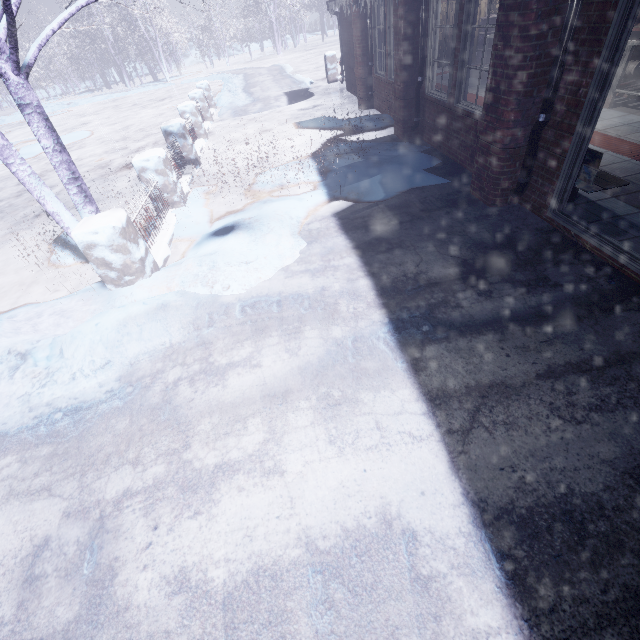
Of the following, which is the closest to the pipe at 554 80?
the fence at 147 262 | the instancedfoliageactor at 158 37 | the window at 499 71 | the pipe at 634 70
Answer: the window at 499 71

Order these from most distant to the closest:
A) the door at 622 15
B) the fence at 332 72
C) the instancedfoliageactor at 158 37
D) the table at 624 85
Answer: the instancedfoliageactor at 158 37 < the fence at 332 72 < the table at 624 85 < the door at 622 15

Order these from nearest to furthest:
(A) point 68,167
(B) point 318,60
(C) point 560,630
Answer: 1. (C) point 560,630
2. (A) point 68,167
3. (B) point 318,60

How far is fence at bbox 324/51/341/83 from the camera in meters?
12.1

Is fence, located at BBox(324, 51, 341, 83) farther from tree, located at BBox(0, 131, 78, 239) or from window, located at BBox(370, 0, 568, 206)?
tree, located at BBox(0, 131, 78, 239)

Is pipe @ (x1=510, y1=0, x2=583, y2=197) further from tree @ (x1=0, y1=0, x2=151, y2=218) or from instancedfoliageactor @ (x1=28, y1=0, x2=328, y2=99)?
instancedfoliageactor @ (x1=28, y1=0, x2=328, y2=99)

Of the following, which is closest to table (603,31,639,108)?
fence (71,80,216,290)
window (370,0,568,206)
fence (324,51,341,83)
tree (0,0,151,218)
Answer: window (370,0,568,206)

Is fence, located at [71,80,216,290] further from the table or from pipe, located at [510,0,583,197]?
the table
